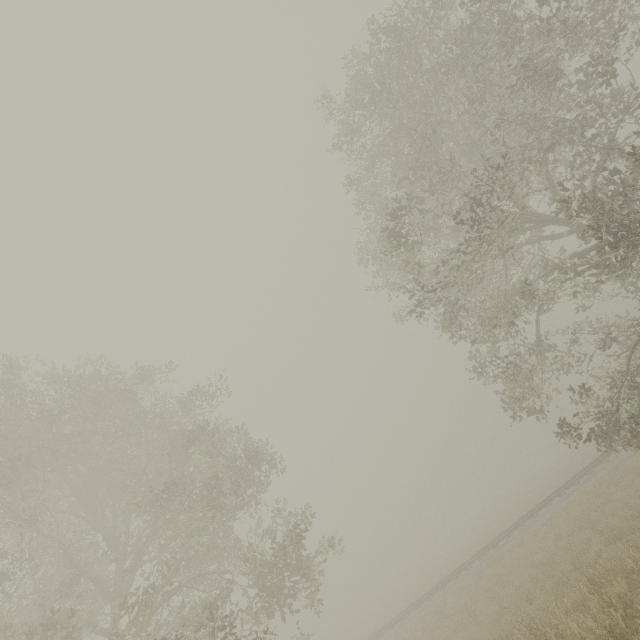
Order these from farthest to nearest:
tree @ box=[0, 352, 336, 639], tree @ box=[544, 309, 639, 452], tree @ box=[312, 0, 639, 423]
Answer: tree @ box=[0, 352, 336, 639] < tree @ box=[544, 309, 639, 452] < tree @ box=[312, 0, 639, 423]

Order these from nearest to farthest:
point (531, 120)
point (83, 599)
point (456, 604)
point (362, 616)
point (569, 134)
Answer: point (569, 134), point (531, 120), point (83, 599), point (456, 604), point (362, 616)

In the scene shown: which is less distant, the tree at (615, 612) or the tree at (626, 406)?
the tree at (615, 612)

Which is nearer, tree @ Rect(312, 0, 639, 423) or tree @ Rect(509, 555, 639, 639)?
tree @ Rect(509, 555, 639, 639)

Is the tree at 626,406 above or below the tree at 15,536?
below

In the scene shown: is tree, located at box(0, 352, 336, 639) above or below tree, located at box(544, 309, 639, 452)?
above
